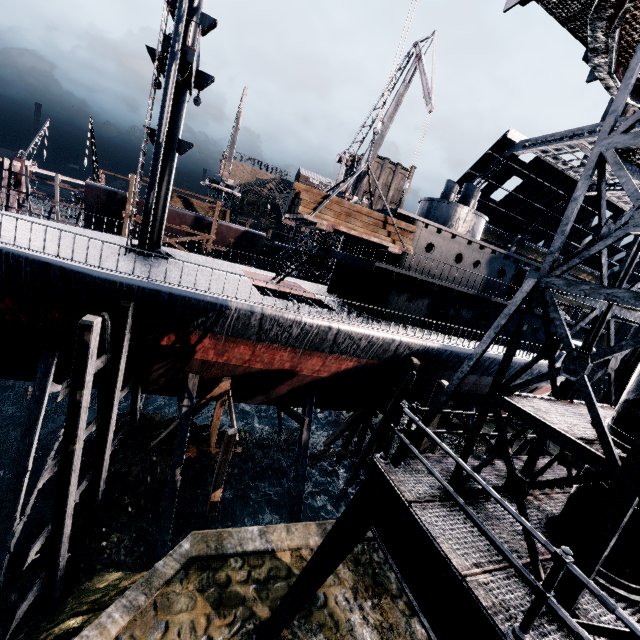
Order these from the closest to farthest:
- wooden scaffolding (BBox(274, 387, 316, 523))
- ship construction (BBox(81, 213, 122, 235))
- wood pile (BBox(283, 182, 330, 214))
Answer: wood pile (BBox(283, 182, 330, 214)) → wooden scaffolding (BBox(274, 387, 316, 523)) → ship construction (BBox(81, 213, 122, 235))

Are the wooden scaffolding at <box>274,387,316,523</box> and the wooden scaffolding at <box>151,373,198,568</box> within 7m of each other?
yes

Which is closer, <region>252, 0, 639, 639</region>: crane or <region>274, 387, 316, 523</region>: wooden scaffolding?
<region>252, 0, 639, 639</region>: crane

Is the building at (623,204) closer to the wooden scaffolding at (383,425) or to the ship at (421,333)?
the ship at (421,333)

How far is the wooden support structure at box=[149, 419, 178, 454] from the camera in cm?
1556

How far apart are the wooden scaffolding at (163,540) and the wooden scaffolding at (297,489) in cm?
563

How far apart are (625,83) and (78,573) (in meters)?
20.67

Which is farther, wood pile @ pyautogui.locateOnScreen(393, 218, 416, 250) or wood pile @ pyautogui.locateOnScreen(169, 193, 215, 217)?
wood pile @ pyautogui.locateOnScreen(169, 193, 215, 217)
